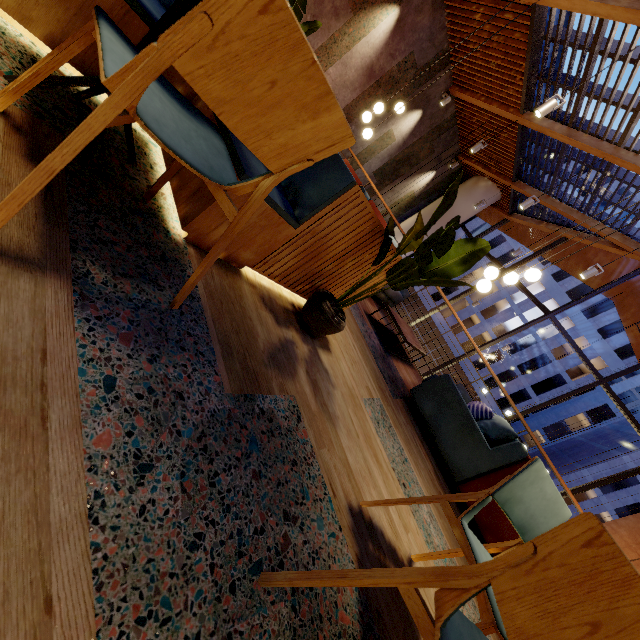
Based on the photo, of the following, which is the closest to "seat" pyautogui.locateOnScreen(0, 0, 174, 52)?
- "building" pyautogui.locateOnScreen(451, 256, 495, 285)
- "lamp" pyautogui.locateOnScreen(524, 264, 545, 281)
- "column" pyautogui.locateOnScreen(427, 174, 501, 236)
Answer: "lamp" pyautogui.locateOnScreen(524, 264, 545, 281)

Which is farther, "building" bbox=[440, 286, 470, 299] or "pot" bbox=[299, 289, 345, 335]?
"building" bbox=[440, 286, 470, 299]

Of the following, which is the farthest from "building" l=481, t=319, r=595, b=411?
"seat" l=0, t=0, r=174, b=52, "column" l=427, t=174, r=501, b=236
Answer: "seat" l=0, t=0, r=174, b=52

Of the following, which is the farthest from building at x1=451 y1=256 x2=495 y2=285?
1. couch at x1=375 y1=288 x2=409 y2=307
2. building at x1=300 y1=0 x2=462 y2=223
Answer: couch at x1=375 y1=288 x2=409 y2=307

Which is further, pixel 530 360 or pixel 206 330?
pixel 530 360

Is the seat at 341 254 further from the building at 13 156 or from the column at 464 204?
the column at 464 204

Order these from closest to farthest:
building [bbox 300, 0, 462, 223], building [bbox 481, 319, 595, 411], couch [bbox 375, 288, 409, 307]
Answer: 1. couch [bbox 375, 288, 409, 307]
2. building [bbox 300, 0, 462, 223]
3. building [bbox 481, 319, 595, 411]

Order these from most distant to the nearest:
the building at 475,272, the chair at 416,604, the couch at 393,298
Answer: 1. the building at 475,272
2. the couch at 393,298
3. the chair at 416,604
